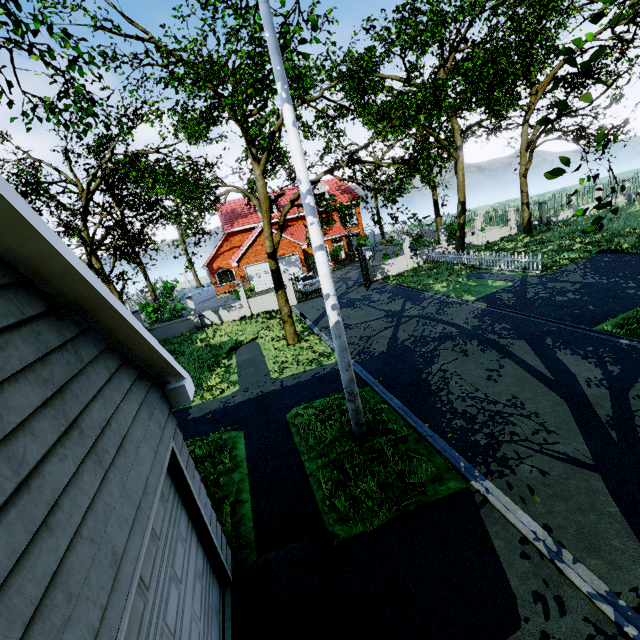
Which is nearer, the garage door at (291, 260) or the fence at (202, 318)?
the fence at (202, 318)

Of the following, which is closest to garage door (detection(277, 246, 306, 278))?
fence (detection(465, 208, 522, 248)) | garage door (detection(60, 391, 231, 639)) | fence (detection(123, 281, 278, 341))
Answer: fence (detection(123, 281, 278, 341))

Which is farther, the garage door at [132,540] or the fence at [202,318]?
the fence at [202,318]

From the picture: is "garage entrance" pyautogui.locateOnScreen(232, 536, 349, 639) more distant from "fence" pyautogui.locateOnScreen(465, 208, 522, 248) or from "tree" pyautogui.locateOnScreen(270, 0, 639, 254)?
"fence" pyautogui.locateOnScreen(465, 208, 522, 248)

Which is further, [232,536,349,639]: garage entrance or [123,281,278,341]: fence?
[123,281,278,341]: fence

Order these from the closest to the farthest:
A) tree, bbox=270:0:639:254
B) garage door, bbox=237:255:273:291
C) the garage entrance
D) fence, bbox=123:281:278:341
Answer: the garage entrance, tree, bbox=270:0:639:254, fence, bbox=123:281:278:341, garage door, bbox=237:255:273:291

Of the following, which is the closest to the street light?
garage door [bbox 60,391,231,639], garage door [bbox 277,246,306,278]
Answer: garage door [bbox 60,391,231,639]

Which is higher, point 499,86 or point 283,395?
point 499,86
